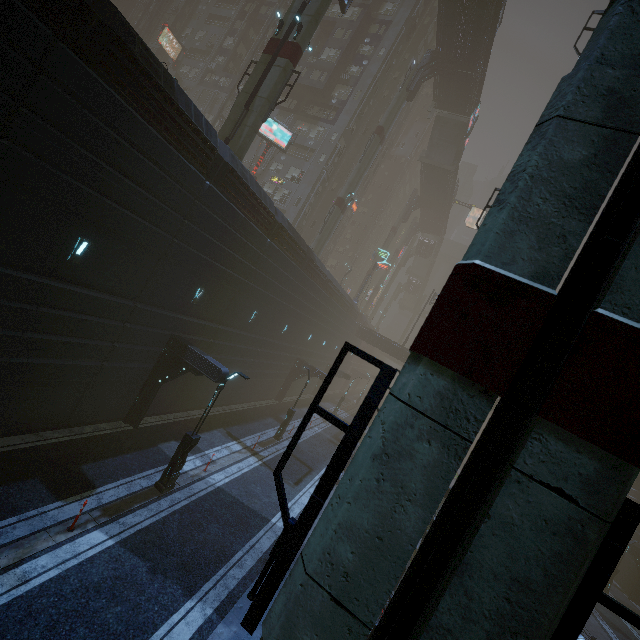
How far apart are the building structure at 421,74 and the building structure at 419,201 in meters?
23.7

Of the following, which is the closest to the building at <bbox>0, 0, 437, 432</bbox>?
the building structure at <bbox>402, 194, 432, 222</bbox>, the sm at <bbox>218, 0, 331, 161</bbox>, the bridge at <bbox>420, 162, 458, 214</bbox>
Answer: the sm at <bbox>218, 0, 331, 161</bbox>

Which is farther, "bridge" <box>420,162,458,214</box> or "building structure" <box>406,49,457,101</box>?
"bridge" <box>420,162,458,214</box>

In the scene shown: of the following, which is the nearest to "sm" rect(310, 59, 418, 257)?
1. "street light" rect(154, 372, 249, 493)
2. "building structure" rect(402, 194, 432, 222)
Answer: "street light" rect(154, 372, 249, 493)

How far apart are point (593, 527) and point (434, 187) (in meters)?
58.34

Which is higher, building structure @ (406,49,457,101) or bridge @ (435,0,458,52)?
bridge @ (435,0,458,52)

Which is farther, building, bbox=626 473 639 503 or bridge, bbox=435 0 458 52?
building, bbox=626 473 639 503

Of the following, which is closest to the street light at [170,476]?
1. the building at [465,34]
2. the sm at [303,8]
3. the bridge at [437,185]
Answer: the sm at [303,8]
